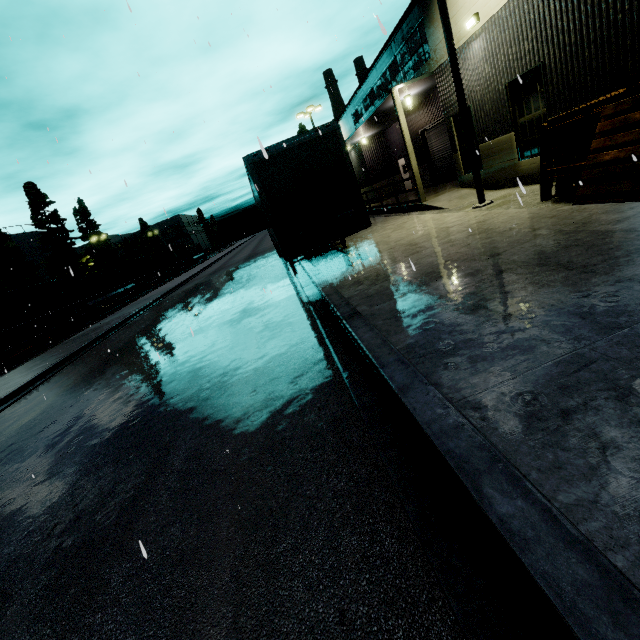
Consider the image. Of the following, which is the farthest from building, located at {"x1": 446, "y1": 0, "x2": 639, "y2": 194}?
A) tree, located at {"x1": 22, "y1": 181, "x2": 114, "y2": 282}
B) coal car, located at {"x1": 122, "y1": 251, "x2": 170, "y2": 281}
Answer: tree, located at {"x1": 22, "y1": 181, "x2": 114, "y2": 282}

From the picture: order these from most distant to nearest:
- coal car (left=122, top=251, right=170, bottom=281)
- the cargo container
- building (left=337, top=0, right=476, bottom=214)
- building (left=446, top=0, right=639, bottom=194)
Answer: coal car (left=122, top=251, right=170, bottom=281)
the cargo container
building (left=337, top=0, right=476, bottom=214)
building (left=446, top=0, right=639, bottom=194)

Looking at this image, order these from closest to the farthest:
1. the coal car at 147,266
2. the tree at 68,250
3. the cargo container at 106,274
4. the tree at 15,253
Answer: the cargo container at 106,274 → the tree at 15,253 → the coal car at 147,266 → the tree at 68,250

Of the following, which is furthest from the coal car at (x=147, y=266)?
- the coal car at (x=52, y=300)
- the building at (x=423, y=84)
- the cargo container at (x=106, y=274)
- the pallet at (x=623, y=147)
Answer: the pallet at (x=623, y=147)

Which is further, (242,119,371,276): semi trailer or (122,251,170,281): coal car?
(122,251,170,281): coal car

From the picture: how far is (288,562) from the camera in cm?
230

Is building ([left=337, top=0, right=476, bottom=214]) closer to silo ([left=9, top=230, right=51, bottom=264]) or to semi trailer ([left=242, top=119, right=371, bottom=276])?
semi trailer ([left=242, top=119, right=371, bottom=276])

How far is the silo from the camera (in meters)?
44.62
